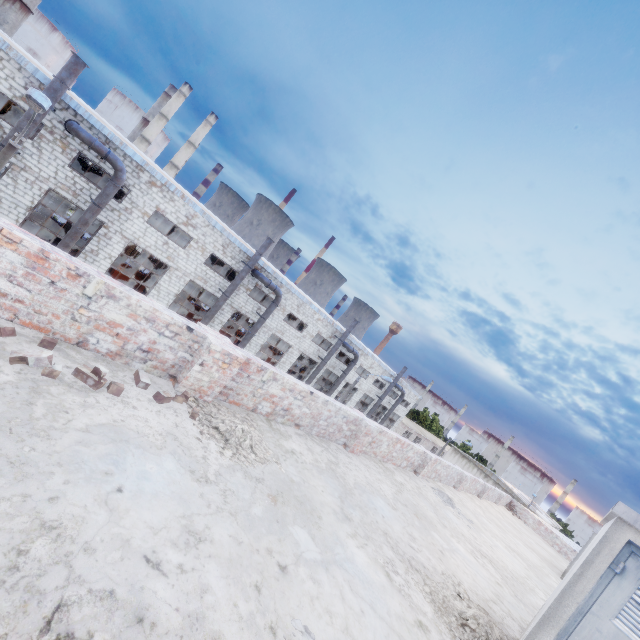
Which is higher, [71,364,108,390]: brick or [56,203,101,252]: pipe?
[71,364,108,390]: brick

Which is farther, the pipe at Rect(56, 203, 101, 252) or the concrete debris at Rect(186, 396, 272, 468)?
the pipe at Rect(56, 203, 101, 252)

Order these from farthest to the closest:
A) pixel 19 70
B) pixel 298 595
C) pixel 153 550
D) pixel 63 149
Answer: pixel 63 149
pixel 19 70
pixel 298 595
pixel 153 550

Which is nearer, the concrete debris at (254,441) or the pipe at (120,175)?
the concrete debris at (254,441)

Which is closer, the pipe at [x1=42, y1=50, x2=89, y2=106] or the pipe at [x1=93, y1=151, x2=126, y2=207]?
the pipe at [x1=42, y1=50, x2=89, y2=106]

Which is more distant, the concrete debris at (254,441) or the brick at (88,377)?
the concrete debris at (254,441)

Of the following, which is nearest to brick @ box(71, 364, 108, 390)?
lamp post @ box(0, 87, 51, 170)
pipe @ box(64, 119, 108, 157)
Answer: lamp post @ box(0, 87, 51, 170)

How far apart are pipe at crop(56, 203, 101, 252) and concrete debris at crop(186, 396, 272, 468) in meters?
18.3
